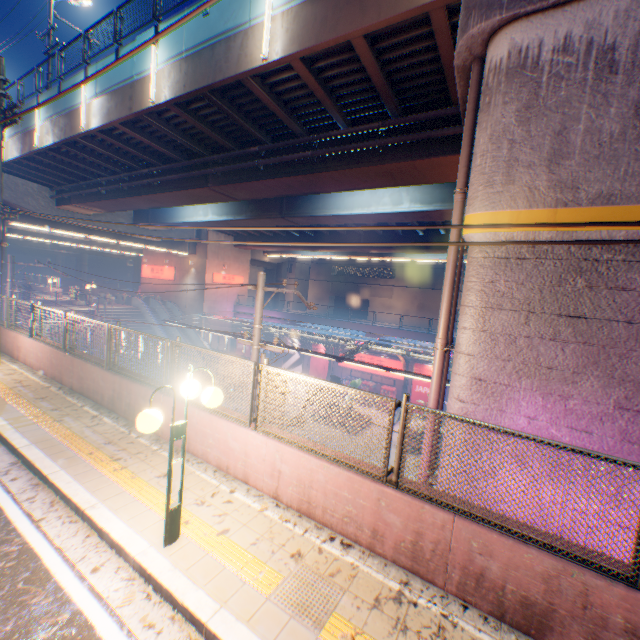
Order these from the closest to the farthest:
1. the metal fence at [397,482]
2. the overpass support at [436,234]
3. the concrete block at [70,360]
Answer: the metal fence at [397,482]
the concrete block at [70,360]
the overpass support at [436,234]

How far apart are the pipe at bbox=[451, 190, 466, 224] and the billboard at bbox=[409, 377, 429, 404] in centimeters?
A: 2088cm

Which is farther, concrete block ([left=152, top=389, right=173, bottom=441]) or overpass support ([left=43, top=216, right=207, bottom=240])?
overpass support ([left=43, top=216, right=207, bottom=240])

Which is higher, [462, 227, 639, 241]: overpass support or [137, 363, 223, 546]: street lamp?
[462, 227, 639, 241]: overpass support

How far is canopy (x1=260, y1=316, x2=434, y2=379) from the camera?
14.9 meters

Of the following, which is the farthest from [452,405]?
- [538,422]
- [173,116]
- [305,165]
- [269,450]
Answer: [173,116]

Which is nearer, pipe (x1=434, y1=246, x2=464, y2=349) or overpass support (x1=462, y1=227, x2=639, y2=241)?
overpass support (x1=462, y1=227, x2=639, y2=241)

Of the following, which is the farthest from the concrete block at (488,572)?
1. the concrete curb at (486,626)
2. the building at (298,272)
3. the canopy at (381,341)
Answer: the building at (298,272)
